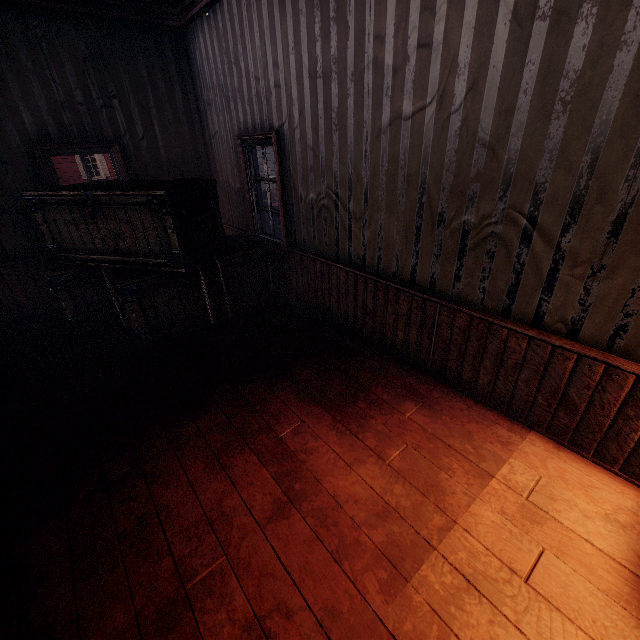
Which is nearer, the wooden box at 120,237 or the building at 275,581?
the building at 275,581

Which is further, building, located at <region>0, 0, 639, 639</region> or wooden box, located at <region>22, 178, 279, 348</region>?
wooden box, located at <region>22, 178, 279, 348</region>

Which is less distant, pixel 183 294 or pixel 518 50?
pixel 518 50

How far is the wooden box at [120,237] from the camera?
3.57m

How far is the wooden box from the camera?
3.6m
